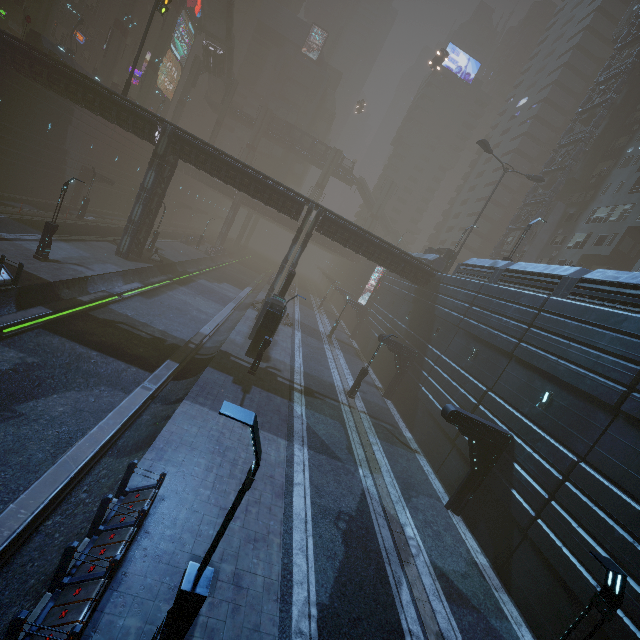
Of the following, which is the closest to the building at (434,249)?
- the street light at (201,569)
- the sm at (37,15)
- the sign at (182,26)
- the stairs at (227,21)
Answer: the sign at (182,26)

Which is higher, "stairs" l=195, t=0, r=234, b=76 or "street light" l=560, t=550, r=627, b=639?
"stairs" l=195, t=0, r=234, b=76

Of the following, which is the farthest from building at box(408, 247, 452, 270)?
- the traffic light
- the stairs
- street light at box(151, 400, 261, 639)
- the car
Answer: the stairs

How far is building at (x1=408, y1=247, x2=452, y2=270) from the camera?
34.6 meters

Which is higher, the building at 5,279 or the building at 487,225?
the building at 487,225

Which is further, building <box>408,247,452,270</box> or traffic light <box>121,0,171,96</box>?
building <box>408,247,452,270</box>

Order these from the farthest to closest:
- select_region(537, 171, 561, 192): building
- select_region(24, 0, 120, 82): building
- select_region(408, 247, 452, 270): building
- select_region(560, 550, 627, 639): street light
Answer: select_region(537, 171, 561, 192): building → select_region(408, 247, 452, 270): building → select_region(24, 0, 120, 82): building → select_region(560, 550, 627, 639): street light

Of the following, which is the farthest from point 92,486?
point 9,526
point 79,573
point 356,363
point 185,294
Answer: point 356,363
